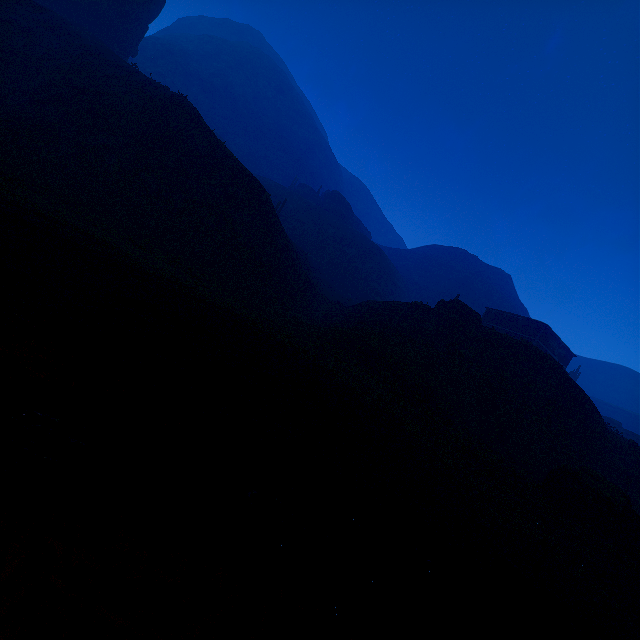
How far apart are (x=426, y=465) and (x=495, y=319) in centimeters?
4161cm

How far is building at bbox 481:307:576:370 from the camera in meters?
38.7

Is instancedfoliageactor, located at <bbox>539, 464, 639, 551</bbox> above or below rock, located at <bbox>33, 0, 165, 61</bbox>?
below

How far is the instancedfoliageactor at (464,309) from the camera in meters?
31.0

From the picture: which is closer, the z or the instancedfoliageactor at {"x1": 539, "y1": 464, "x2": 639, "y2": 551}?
the z

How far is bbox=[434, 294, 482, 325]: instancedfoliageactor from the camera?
31.0m

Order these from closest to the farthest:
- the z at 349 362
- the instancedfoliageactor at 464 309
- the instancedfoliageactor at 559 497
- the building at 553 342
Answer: the z at 349 362, the instancedfoliageactor at 559 497, the instancedfoliageactor at 464 309, the building at 553 342

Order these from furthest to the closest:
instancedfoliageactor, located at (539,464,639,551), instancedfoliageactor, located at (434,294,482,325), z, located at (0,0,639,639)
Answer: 1. instancedfoliageactor, located at (434,294,482,325)
2. instancedfoliageactor, located at (539,464,639,551)
3. z, located at (0,0,639,639)
